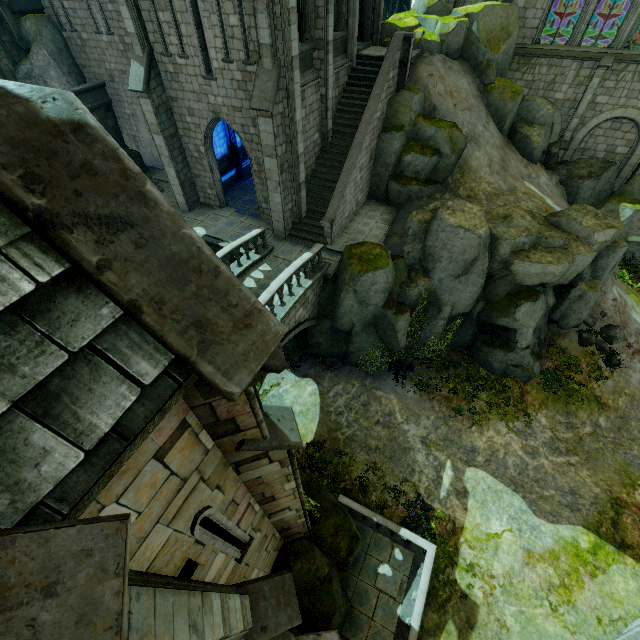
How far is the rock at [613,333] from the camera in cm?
1752

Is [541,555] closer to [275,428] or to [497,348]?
[497,348]

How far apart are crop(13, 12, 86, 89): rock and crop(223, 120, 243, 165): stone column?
9.8m

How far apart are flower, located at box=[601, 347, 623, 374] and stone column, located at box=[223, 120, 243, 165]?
24.52m

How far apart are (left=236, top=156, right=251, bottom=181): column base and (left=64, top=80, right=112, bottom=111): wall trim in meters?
9.2 m

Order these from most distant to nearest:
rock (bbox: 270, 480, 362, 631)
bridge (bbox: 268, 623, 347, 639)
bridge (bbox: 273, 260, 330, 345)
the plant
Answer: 1. the plant
2. bridge (bbox: 273, 260, 330, 345)
3. rock (bbox: 270, 480, 362, 631)
4. bridge (bbox: 268, 623, 347, 639)

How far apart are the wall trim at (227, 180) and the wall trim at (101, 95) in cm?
922

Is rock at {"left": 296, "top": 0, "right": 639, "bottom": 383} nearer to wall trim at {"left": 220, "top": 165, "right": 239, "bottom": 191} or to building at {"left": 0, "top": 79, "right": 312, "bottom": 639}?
building at {"left": 0, "top": 79, "right": 312, "bottom": 639}
